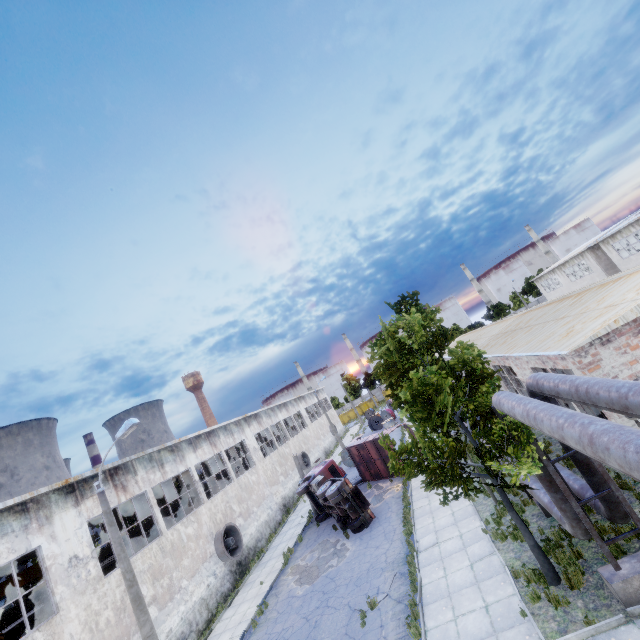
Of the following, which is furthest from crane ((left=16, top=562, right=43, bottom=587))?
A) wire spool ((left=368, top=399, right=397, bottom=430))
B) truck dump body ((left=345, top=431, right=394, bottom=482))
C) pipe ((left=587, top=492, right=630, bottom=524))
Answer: wire spool ((left=368, top=399, right=397, bottom=430))

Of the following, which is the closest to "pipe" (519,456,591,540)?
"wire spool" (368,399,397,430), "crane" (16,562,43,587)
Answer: "crane" (16,562,43,587)

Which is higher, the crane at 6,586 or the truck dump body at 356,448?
the crane at 6,586

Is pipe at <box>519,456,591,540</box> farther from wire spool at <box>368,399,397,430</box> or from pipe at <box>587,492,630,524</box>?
wire spool at <box>368,399,397,430</box>

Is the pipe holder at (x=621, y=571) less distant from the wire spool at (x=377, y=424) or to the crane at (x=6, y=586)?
the crane at (x=6, y=586)

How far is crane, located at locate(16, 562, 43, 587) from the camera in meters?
16.7 m

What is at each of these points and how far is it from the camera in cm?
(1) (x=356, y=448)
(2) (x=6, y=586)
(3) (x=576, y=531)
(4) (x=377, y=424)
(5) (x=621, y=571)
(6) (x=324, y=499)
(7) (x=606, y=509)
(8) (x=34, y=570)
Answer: (1) truck dump body, 2648
(2) crane, 1717
(3) pipe, 851
(4) wire spool, 4722
(5) pipe holder, 767
(6) truck, 2019
(7) pipe, 846
(8) crane, 1688

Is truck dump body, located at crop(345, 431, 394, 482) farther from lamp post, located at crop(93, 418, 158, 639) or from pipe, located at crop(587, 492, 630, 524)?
lamp post, located at crop(93, 418, 158, 639)
